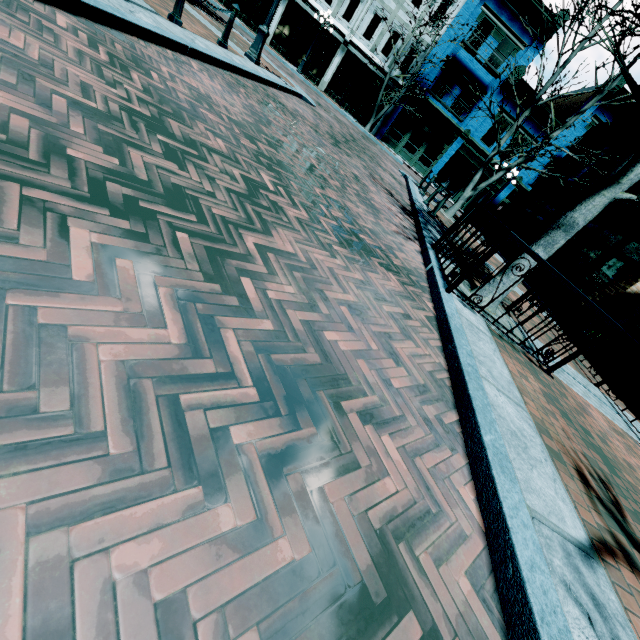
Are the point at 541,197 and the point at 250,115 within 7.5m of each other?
no

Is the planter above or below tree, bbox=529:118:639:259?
below

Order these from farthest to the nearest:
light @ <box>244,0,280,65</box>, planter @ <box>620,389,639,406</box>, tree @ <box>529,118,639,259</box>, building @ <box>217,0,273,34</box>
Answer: building @ <box>217,0,273,34</box>, light @ <box>244,0,280,65</box>, planter @ <box>620,389,639,406</box>, tree @ <box>529,118,639,259</box>

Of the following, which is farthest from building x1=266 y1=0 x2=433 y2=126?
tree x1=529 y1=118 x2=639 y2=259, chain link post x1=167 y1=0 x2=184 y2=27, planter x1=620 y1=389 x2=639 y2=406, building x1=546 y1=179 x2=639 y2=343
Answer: planter x1=620 y1=389 x2=639 y2=406

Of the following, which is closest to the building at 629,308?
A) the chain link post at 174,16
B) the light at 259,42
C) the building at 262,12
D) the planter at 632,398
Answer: the planter at 632,398

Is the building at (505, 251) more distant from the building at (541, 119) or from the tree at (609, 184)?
the building at (541, 119)

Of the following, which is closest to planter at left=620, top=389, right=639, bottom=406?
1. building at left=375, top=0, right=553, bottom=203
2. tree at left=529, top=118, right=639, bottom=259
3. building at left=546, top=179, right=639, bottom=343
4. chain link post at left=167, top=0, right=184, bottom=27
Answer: building at left=546, top=179, right=639, bottom=343

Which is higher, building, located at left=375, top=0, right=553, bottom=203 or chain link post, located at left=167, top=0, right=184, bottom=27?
building, located at left=375, top=0, right=553, bottom=203
